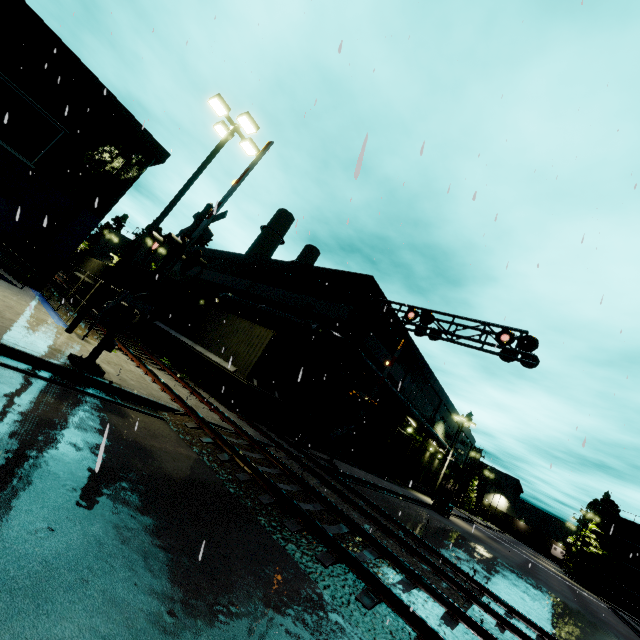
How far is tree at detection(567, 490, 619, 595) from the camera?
47.1 meters

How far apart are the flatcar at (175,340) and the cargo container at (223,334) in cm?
1

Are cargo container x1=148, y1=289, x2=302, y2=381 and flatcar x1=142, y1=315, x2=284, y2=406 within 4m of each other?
yes

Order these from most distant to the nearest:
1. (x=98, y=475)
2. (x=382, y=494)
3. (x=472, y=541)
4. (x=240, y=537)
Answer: (x=472, y=541), (x=382, y=494), (x=240, y=537), (x=98, y=475)

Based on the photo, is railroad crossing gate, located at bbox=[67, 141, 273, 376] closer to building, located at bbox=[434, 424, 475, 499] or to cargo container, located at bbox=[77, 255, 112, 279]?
building, located at bbox=[434, 424, 475, 499]

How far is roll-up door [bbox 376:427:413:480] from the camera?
29.7m

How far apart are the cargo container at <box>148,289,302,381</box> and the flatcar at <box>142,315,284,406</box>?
0.0 meters

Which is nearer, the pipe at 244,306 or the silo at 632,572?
the pipe at 244,306
